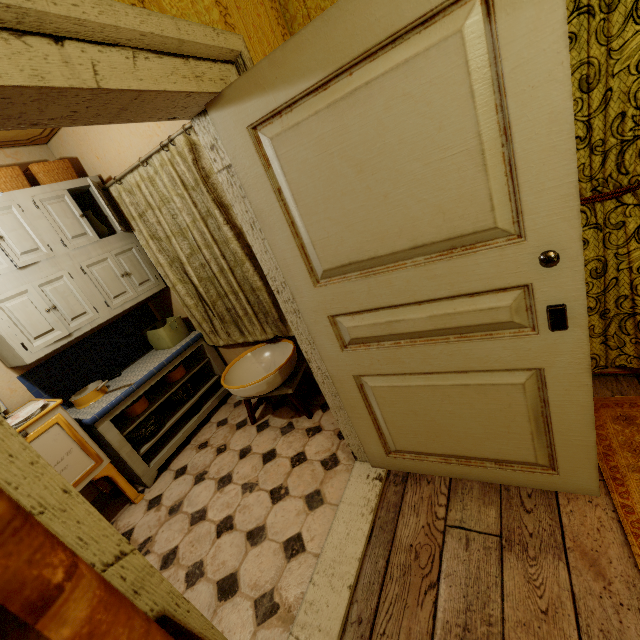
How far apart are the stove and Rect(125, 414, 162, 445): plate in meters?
0.3

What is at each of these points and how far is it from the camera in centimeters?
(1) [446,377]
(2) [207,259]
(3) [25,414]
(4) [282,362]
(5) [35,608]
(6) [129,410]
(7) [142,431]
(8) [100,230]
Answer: (1) door, 146cm
(2) curtain, 273cm
(3) plate, 229cm
(4) basin, 294cm
(5) cabinet, 30cm
(6) pot, 283cm
(7) plate, 292cm
(8) pitcher, 292cm

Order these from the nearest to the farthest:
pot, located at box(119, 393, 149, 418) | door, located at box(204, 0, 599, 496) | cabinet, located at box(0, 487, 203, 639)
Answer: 1. cabinet, located at box(0, 487, 203, 639)
2. door, located at box(204, 0, 599, 496)
3. pot, located at box(119, 393, 149, 418)

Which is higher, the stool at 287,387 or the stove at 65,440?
the stove at 65,440

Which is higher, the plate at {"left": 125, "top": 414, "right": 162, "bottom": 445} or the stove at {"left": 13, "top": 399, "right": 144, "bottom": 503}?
the stove at {"left": 13, "top": 399, "right": 144, "bottom": 503}

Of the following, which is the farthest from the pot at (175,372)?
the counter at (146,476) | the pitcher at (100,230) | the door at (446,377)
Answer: the door at (446,377)

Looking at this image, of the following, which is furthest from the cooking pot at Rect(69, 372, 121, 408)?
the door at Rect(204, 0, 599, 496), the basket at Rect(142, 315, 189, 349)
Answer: the door at Rect(204, 0, 599, 496)

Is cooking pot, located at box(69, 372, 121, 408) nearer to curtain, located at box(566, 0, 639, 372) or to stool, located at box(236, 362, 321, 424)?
stool, located at box(236, 362, 321, 424)
